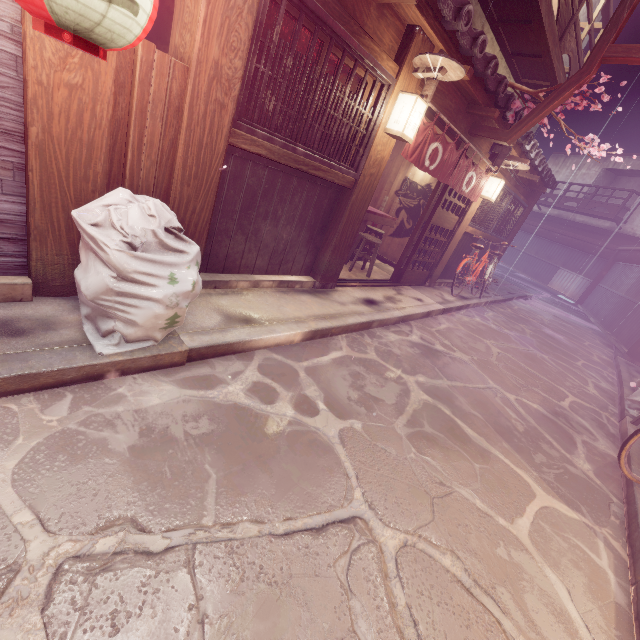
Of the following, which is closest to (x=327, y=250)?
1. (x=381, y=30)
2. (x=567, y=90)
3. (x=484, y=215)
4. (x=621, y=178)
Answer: (x=381, y=30)

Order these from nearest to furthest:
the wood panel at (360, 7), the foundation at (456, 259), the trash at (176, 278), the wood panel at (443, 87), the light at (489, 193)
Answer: the trash at (176, 278)
the wood panel at (360, 7)
the wood panel at (443, 87)
the light at (489, 193)
the foundation at (456, 259)

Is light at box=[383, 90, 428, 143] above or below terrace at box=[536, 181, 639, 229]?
below

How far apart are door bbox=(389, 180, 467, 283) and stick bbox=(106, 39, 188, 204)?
8.73m

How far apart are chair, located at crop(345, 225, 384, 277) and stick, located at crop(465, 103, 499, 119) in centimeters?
442cm

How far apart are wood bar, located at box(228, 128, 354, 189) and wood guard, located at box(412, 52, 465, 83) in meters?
2.4

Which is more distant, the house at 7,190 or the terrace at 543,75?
A: the terrace at 543,75

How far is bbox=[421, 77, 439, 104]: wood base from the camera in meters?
7.0
